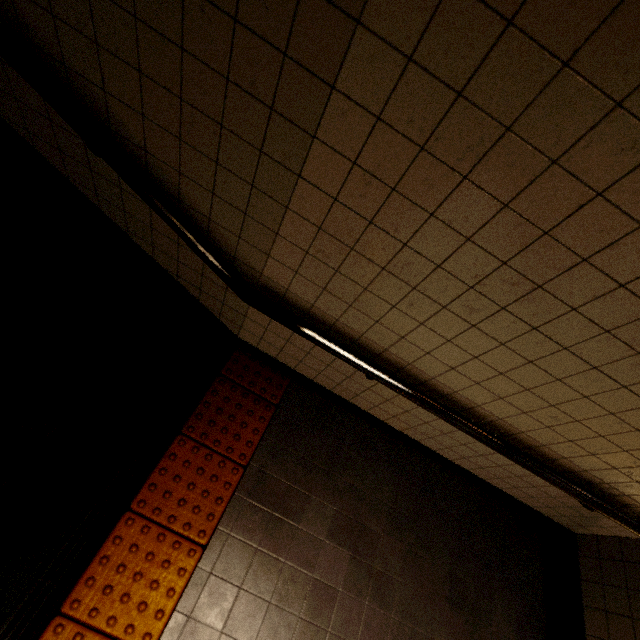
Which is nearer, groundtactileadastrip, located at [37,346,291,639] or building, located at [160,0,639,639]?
building, located at [160,0,639,639]

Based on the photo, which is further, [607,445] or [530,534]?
[530,534]

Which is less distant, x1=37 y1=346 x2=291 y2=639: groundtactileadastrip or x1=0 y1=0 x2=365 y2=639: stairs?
x1=0 y1=0 x2=365 y2=639: stairs

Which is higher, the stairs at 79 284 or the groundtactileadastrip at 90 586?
the stairs at 79 284

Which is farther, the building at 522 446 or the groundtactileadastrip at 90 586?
the groundtactileadastrip at 90 586

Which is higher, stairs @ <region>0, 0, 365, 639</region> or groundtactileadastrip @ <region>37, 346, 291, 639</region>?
stairs @ <region>0, 0, 365, 639</region>
